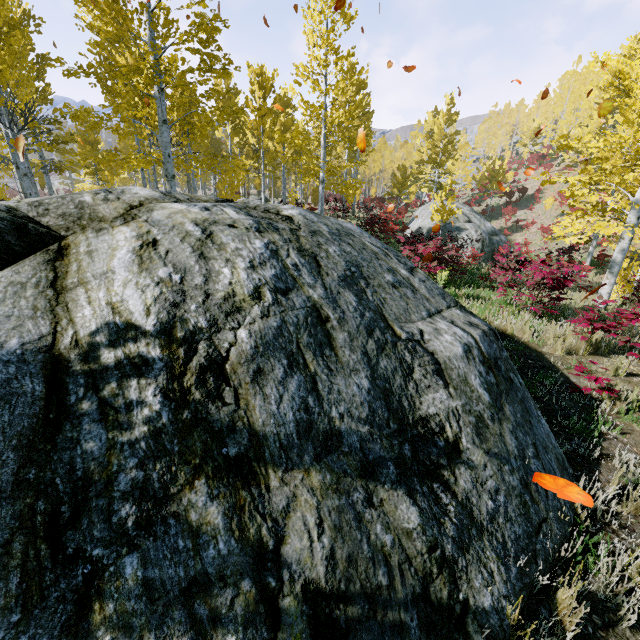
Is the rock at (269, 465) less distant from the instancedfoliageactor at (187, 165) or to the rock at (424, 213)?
the instancedfoliageactor at (187, 165)

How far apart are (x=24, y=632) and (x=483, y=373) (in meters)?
3.14

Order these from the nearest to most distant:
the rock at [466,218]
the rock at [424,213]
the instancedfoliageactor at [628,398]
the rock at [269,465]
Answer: the rock at [269,465]
the instancedfoliageactor at [628,398]
the rock at [466,218]
the rock at [424,213]

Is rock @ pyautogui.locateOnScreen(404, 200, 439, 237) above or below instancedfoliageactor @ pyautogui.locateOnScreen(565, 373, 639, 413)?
above

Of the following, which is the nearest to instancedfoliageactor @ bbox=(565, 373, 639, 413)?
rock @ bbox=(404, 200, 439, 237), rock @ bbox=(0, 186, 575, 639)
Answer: rock @ bbox=(0, 186, 575, 639)

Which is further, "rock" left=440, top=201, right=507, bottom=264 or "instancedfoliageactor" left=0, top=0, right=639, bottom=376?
"rock" left=440, top=201, right=507, bottom=264
